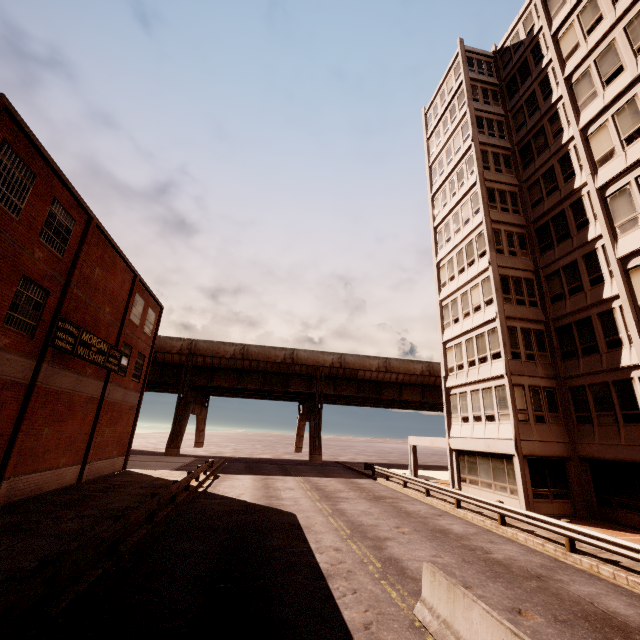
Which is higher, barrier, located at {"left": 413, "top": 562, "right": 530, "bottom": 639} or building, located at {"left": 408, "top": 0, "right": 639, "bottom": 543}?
building, located at {"left": 408, "top": 0, "right": 639, "bottom": 543}

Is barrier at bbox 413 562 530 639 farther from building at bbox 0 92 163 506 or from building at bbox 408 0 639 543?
building at bbox 0 92 163 506

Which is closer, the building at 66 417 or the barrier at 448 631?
the barrier at 448 631

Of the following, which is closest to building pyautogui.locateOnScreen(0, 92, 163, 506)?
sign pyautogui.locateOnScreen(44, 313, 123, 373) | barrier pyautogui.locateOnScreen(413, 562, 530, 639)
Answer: sign pyautogui.locateOnScreen(44, 313, 123, 373)

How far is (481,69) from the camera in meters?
29.2 m

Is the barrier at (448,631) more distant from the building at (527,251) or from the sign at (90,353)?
the sign at (90,353)

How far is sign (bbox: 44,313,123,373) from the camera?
15.27m

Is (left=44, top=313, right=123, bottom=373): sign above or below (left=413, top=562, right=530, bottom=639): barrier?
above
